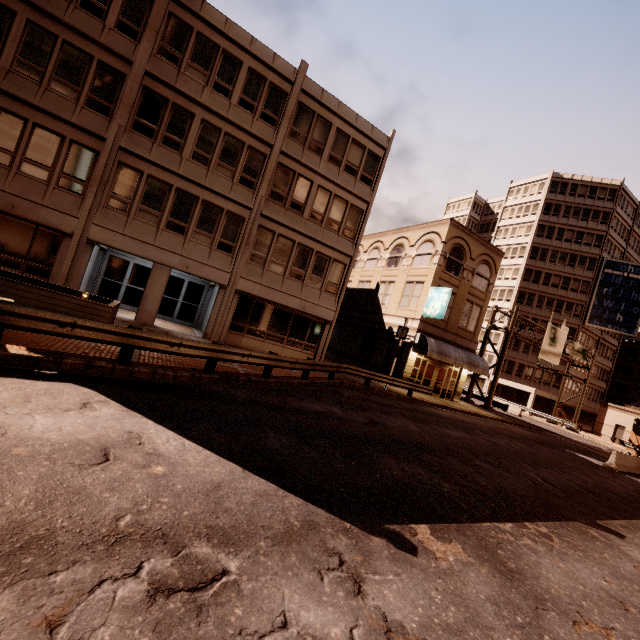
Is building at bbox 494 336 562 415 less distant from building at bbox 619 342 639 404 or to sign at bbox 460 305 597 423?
building at bbox 619 342 639 404

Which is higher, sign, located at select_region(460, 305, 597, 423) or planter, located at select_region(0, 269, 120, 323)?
sign, located at select_region(460, 305, 597, 423)

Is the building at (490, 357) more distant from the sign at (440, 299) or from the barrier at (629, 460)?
the sign at (440, 299)

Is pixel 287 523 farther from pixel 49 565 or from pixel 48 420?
pixel 48 420

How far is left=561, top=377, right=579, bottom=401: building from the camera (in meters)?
48.88

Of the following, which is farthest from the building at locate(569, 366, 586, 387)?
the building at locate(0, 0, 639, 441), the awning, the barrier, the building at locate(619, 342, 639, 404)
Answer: the barrier

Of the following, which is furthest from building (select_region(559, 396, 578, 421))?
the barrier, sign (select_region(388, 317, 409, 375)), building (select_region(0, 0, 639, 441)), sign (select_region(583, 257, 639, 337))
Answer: sign (select_region(388, 317, 409, 375))

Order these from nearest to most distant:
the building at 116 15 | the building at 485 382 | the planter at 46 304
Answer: the planter at 46 304, the building at 116 15, the building at 485 382
